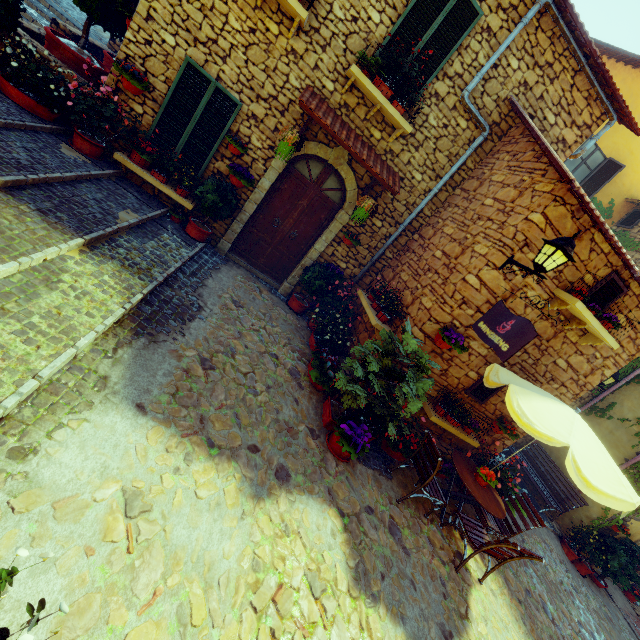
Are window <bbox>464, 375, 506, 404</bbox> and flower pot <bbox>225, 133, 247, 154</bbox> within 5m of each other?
no

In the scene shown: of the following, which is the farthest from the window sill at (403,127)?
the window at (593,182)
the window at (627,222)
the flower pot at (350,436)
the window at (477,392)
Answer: the window at (627,222)

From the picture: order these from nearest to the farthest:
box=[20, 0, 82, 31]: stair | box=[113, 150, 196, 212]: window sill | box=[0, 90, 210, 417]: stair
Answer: box=[0, 90, 210, 417]: stair < box=[113, 150, 196, 212]: window sill < box=[20, 0, 82, 31]: stair

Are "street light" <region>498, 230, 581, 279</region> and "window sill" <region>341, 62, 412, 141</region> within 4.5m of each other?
yes

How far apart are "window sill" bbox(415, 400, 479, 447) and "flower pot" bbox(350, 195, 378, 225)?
3.80m

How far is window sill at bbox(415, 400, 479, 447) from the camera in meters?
6.1

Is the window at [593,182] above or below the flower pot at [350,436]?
above

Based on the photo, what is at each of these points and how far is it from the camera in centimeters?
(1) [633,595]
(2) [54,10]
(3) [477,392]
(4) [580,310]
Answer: (1) flower pot, 989cm
(2) stair, 892cm
(3) window, 645cm
(4) window sill, 514cm
